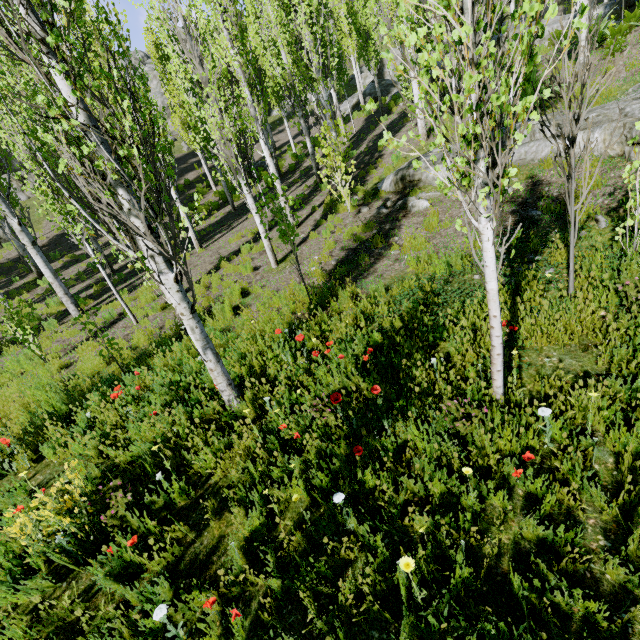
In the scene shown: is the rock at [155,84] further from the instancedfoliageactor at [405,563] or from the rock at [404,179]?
the rock at [404,179]

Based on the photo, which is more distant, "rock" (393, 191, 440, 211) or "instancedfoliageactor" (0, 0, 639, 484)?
"rock" (393, 191, 440, 211)

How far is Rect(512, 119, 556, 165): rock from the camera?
7.1 meters

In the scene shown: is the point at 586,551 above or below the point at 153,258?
below

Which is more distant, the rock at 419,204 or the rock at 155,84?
the rock at 155,84

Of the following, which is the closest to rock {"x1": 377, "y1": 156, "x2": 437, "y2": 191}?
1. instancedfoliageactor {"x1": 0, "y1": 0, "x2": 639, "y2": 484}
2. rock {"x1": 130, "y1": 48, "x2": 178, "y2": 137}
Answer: instancedfoliageactor {"x1": 0, "y1": 0, "x2": 639, "y2": 484}

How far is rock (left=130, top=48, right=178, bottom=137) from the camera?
33.0 meters

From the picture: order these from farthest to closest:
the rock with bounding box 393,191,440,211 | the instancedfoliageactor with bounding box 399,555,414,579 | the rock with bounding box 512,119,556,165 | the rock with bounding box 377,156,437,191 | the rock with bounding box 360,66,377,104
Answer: Result: the rock with bounding box 360,66,377,104, the rock with bounding box 377,156,437,191, the rock with bounding box 393,191,440,211, the rock with bounding box 512,119,556,165, the instancedfoliageactor with bounding box 399,555,414,579
